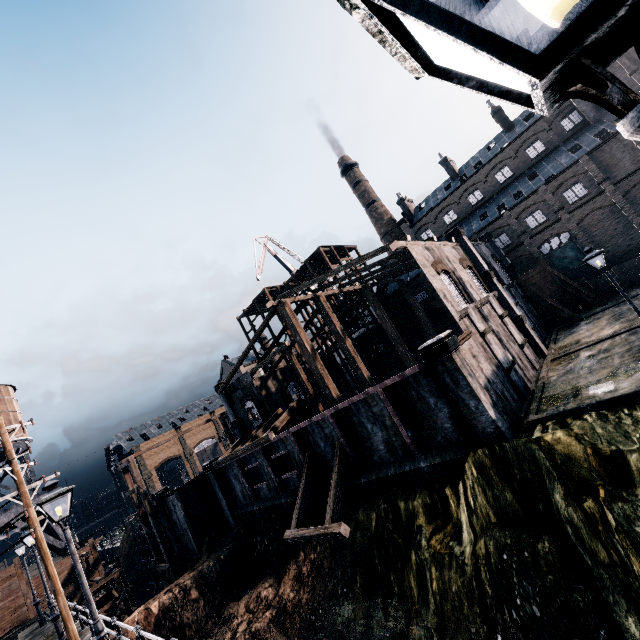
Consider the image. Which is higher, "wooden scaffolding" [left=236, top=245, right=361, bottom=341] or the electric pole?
"wooden scaffolding" [left=236, top=245, right=361, bottom=341]

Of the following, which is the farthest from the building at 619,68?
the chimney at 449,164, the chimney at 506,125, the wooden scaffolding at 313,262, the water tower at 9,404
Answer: the water tower at 9,404

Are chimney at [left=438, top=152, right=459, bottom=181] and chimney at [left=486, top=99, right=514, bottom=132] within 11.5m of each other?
yes

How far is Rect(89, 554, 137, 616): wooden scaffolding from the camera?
27.3m

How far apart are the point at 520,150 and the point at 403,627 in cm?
5401

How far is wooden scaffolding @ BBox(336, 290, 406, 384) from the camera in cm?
3934

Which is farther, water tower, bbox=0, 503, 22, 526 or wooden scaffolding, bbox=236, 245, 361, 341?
wooden scaffolding, bbox=236, 245, 361, 341

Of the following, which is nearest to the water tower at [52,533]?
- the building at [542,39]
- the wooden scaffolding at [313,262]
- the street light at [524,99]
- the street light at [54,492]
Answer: the building at [542,39]
